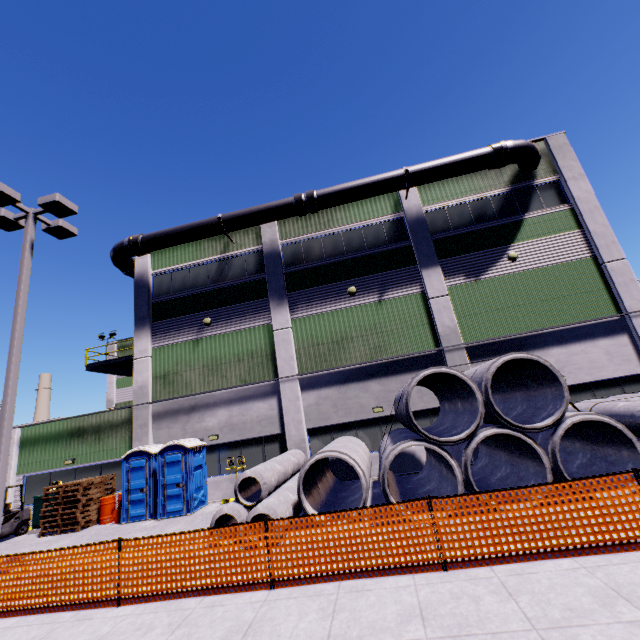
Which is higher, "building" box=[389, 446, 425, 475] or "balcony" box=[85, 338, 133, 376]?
"balcony" box=[85, 338, 133, 376]

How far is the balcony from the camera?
18.0 meters

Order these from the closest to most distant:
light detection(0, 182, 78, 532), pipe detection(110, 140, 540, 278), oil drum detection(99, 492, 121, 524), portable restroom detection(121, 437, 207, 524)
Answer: light detection(0, 182, 78, 532), portable restroom detection(121, 437, 207, 524), oil drum detection(99, 492, 121, 524), pipe detection(110, 140, 540, 278)

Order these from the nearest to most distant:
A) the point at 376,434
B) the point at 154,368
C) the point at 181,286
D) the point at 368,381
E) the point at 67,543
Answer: the point at 67,543, the point at 376,434, the point at 368,381, the point at 154,368, the point at 181,286

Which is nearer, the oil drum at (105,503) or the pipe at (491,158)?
the oil drum at (105,503)

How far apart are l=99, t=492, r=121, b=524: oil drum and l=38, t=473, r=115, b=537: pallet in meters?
0.2

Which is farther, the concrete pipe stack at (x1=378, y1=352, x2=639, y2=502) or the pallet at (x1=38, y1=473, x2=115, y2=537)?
the pallet at (x1=38, y1=473, x2=115, y2=537)

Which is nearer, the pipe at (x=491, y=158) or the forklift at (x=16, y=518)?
the forklift at (x=16, y=518)
